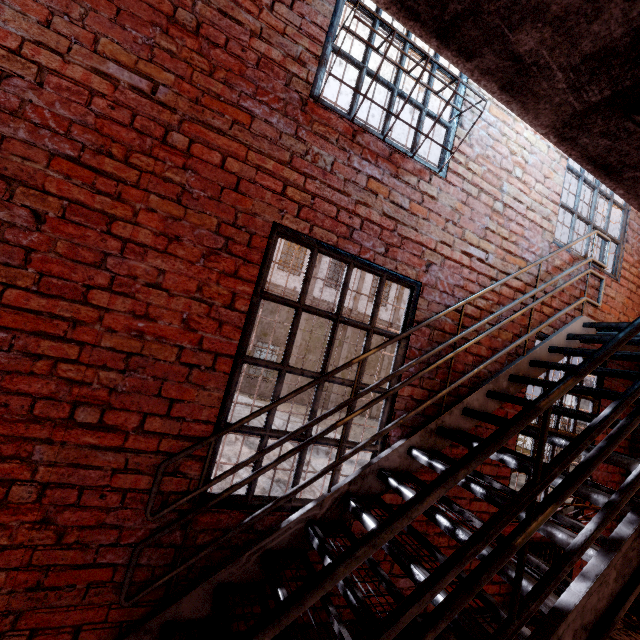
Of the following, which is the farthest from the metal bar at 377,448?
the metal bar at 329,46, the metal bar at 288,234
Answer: the metal bar at 329,46

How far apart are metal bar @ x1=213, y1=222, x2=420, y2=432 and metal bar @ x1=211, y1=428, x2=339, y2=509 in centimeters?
12cm

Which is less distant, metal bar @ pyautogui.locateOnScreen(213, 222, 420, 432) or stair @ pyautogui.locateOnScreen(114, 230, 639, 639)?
stair @ pyautogui.locateOnScreen(114, 230, 639, 639)

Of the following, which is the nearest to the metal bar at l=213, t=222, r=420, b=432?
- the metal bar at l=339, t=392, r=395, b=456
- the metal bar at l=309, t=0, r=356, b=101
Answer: the metal bar at l=339, t=392, r=395, b=456

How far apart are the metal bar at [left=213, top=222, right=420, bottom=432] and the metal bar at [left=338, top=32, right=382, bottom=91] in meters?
1.1 m

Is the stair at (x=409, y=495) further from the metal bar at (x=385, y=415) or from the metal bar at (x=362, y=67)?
the metal bar at (x=362, y=67)

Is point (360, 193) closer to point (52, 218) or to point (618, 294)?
point (52, 218)
